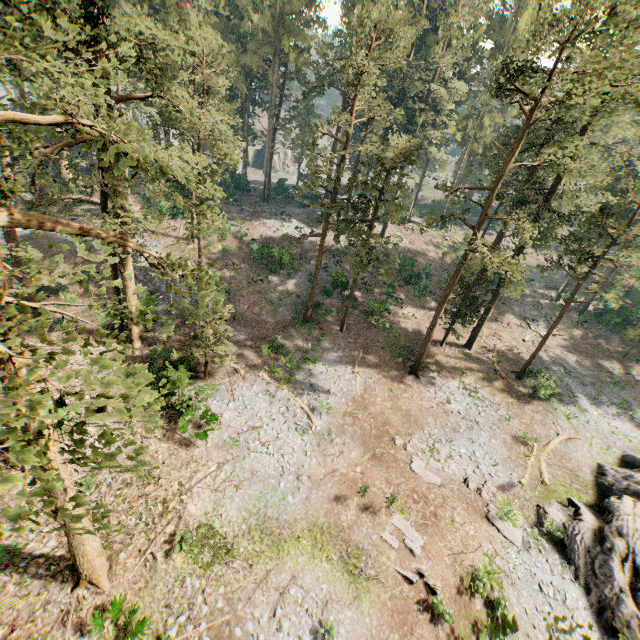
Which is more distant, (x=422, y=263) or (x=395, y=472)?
(x=422, y=263)

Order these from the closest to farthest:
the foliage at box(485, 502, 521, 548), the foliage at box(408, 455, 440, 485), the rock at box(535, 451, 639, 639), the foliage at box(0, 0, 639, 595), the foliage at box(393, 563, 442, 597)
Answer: the foliage at box(0, 0, 639, 595) → the foliage at box(393, 563, 442, 597) → the rock at box(535, 451, 639, 639) → the foliage at box(485, 502, 521, 548) → the foliage at box(408, 455, 440, 485)

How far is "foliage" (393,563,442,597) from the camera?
14.9m

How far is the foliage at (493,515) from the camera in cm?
1786

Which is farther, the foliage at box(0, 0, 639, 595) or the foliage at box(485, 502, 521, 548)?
the foliage at box(485, 502, 521, 548)

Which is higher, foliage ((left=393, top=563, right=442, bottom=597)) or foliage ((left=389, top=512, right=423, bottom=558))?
foliage ((left=389, top=512, right=423, bottom=558))

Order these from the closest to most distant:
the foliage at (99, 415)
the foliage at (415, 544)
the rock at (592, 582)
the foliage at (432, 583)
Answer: the foliage at (99, 415)
the foliage at (432, 583)
the foliage at (415, 544)
the rock at (592, 582)
